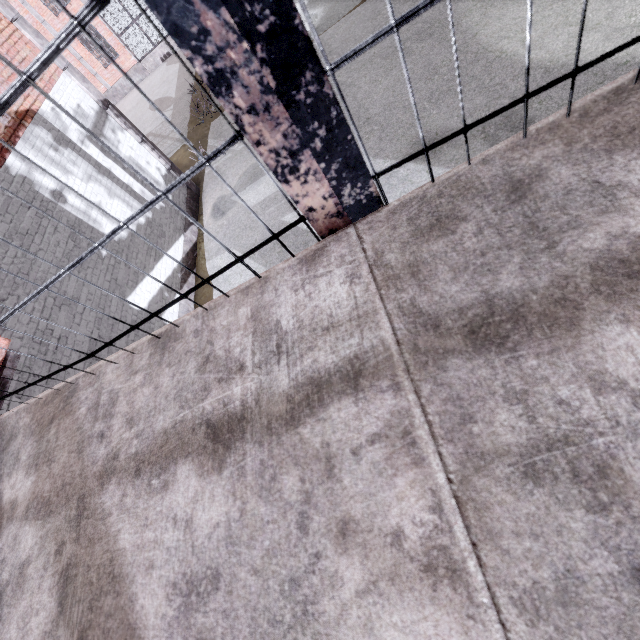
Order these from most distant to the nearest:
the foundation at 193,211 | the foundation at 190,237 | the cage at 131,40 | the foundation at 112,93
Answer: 1. the foundation at 112,93
2. the foundation at 193,211
3. the foundation at 190,237
4. the cage at 131,40

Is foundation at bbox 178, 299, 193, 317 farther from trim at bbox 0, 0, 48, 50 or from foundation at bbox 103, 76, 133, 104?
foundation at bbox 103, 76, 133, 104

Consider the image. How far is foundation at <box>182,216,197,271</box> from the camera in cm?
875

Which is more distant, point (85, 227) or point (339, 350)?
point (85, 227)

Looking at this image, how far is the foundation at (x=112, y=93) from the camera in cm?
2233

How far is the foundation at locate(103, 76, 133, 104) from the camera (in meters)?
22.33

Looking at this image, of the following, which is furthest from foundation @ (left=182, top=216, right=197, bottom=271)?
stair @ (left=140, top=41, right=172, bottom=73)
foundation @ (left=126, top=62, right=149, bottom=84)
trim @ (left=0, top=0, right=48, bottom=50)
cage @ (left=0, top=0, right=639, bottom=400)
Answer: foundation @ (left=126, top=62, right=149, bottom=84)
